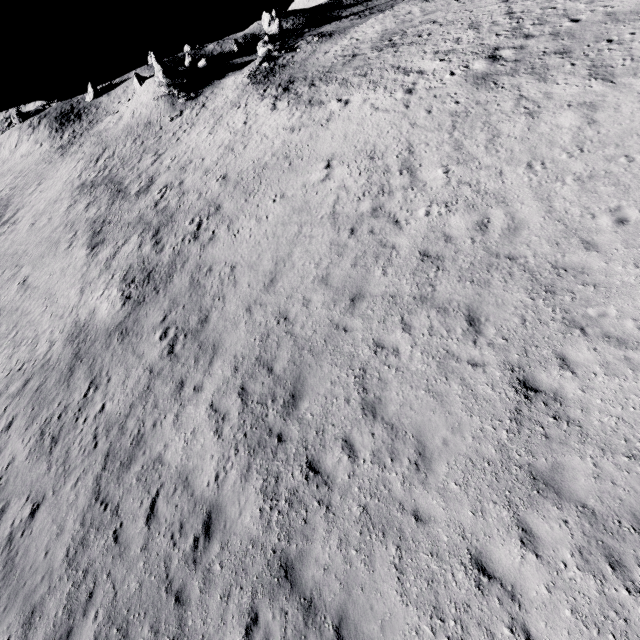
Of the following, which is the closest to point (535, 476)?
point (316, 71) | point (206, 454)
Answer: point (206, 454)

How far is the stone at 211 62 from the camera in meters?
43.1 m

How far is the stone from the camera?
43.1 meters
